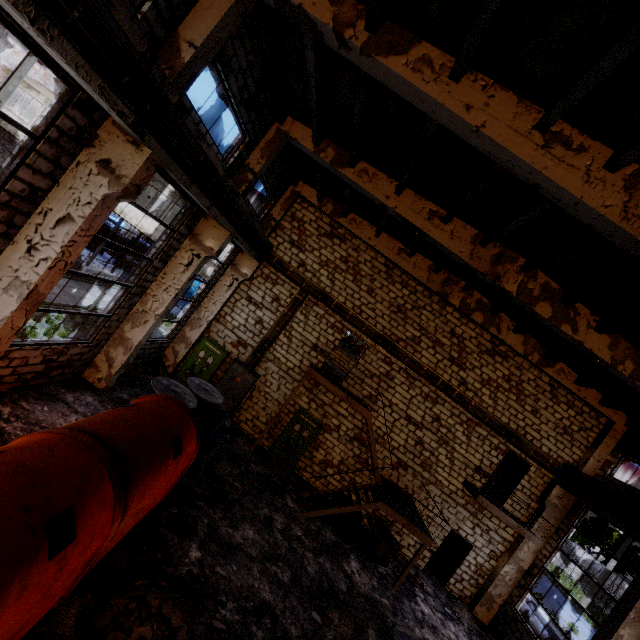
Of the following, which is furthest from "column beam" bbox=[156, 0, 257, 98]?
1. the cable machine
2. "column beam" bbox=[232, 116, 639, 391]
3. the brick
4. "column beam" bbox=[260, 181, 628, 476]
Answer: the brick

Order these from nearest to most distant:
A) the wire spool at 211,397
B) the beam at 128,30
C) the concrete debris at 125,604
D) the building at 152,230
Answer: the beam at 128,30 → the concrete debris at 125,604 → the wire spool at 211,397 → the building at 152,230

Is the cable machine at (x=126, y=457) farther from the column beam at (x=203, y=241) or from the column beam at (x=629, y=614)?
the column beam at (x=629, y=614)

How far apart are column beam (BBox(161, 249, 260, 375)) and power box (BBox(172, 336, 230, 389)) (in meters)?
0.25

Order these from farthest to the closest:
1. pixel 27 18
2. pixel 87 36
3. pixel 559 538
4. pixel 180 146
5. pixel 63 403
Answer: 1. pixel 559 538
2. pixel 63 403
3. pixel 180 146
4. pixel 87 36
5. pixel 27 18

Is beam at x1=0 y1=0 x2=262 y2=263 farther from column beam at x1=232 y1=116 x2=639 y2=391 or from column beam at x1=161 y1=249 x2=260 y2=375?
column beam at x1=232 y1=116 x2=639 y2=391

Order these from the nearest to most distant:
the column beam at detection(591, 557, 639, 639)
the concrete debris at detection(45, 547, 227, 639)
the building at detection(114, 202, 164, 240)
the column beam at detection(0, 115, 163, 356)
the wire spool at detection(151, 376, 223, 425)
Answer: the concrete debris at detection(45, 547, 227, 639), the column beam at detection(0, 115, 163, 356), the column beam at detection(591, 557, 639, 639), the wire spool at detection(151, 376, 223, 425), the building at detection(114, 202, 164, 240)

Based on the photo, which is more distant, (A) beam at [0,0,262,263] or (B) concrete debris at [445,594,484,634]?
(B) concrete debris at [445,594,484,634]
